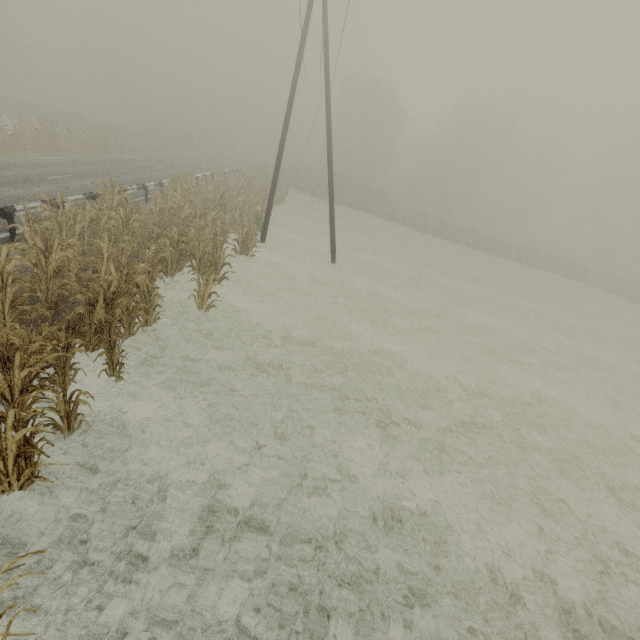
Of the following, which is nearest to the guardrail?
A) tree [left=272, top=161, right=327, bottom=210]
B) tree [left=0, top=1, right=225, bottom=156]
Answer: tree [left=0, top=1, right=225, bottom=156]

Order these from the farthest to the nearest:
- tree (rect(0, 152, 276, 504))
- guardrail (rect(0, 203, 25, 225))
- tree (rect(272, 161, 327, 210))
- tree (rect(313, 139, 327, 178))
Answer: tree (rect(313, 139, 327, 178)) < tree (rect(272, 161, 327, 210)) < guardrail (rect(0, 203, 25, 225)) < tree (rect(0, 152, 276, 504))

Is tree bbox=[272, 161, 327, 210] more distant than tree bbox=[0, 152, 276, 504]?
Yes

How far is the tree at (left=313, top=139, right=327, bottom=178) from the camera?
53.8m

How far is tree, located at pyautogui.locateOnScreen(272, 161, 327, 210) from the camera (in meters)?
28.34

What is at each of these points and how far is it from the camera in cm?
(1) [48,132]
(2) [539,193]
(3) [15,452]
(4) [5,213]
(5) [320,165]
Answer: (1) tree, 2195
(2) tree, 5572
(3) tree, 365
(4) guardrail, 862
(5) tree, 5734

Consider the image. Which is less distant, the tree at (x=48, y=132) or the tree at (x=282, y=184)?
the tree at (x=48, y=132)

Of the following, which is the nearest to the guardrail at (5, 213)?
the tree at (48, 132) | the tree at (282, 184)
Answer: the tree at (48, 132)
